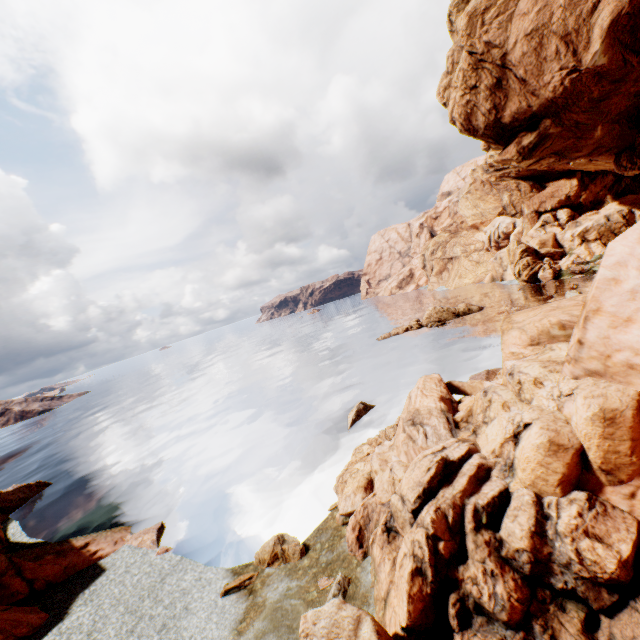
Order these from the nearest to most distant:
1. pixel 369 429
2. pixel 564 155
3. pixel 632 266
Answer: pixel 632 266 < pixel 369 429 < pixel 564 155

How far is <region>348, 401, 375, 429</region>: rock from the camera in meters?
26.3

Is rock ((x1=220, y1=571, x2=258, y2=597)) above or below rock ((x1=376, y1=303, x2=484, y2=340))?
below

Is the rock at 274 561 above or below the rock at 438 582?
below

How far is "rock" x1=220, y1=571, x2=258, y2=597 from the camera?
13.6m

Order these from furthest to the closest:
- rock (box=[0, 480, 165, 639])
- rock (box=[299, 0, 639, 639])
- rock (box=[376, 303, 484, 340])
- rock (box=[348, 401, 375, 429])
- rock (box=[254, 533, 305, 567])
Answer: rock (box=[376, 303, 484, 340]), rock (box=[348, 401, 375, 429]), rock (box=[254, 533, 305, 567]), rock (box=[0, 480, 165, 639]), rock (box=[299, 0, 639, 639])

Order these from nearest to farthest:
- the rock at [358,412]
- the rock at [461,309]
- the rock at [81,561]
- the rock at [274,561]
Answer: the rock at [81,561], the rock at [274,561], the rock at [358,412], the rock at [461,309]
